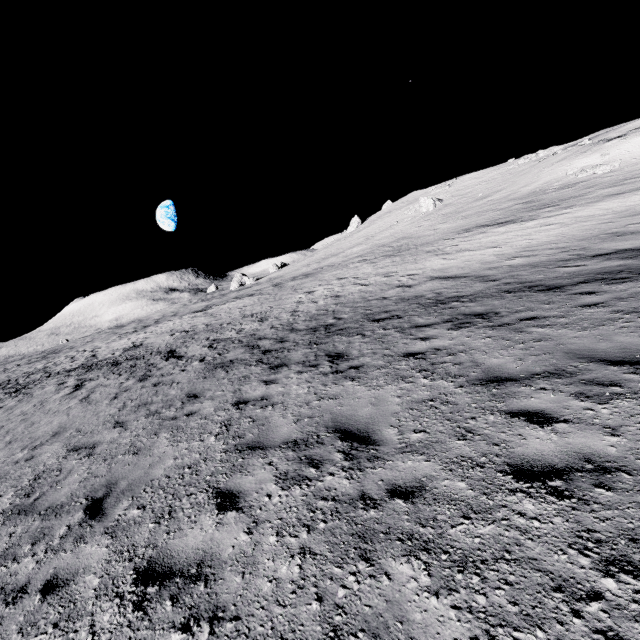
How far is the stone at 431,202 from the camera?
48.31m

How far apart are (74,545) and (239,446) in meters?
2.4

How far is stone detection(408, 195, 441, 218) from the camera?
48.3 meters
